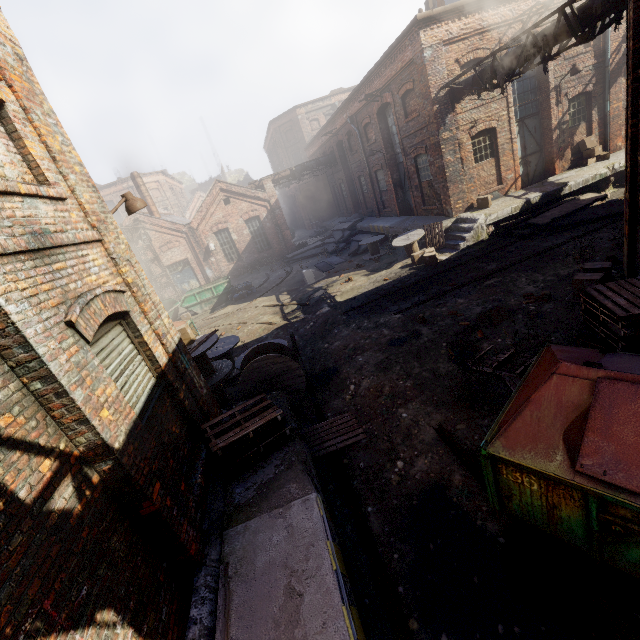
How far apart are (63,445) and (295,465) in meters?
3.0 m

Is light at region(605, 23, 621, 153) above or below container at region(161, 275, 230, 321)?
above

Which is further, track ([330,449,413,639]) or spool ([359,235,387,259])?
spool ([359,235,387,259])

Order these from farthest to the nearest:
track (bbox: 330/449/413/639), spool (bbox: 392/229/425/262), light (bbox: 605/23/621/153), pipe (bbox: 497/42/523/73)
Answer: spool (bbox: 392/229/425/262) < light (bbox: 605/23/621/153) < pipe (bbox: 497/42/523/73) < track (bbox: 330/449/413/639)

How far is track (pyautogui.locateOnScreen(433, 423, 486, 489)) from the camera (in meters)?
4.64

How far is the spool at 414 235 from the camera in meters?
14.6 m

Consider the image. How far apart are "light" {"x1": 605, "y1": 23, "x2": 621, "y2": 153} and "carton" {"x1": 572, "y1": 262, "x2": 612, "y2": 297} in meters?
12.8

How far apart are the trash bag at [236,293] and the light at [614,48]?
19.5 meters
